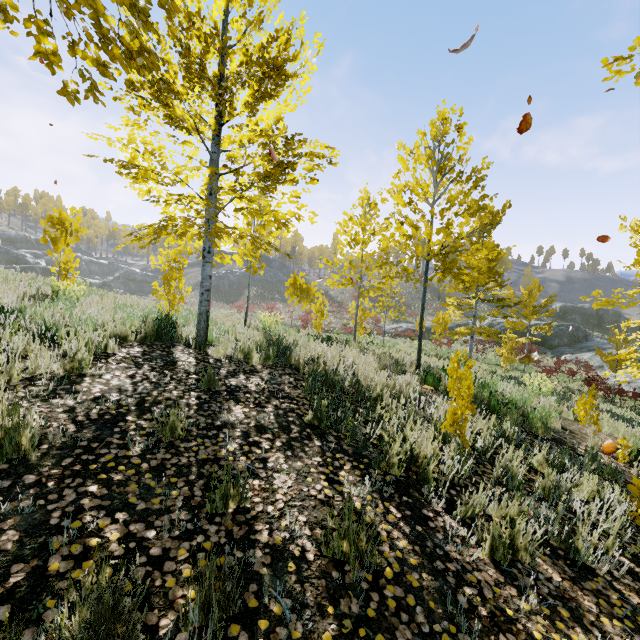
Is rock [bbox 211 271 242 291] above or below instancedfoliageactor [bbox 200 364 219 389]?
above

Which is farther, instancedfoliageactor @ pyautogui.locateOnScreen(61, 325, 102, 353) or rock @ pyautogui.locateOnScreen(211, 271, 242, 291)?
rock @ pyautogui.locateOnScreen(211, 271, 242, 291)

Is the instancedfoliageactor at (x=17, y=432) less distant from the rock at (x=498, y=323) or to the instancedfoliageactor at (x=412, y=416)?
the instancedfoliageactor at (x=412, y=416)

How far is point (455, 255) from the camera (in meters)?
47.75

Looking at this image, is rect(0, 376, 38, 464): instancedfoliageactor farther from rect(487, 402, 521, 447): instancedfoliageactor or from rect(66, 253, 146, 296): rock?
rect(66, 253, 146, 296): rock

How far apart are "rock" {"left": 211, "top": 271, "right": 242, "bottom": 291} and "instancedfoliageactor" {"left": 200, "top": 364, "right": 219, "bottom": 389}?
54.9 meters

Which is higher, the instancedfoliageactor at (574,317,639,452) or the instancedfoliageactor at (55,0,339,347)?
the instancedfoliageactor at (55,0,339,347)

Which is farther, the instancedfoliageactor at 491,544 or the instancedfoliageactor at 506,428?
the instancedfoliageactor at 506,428
